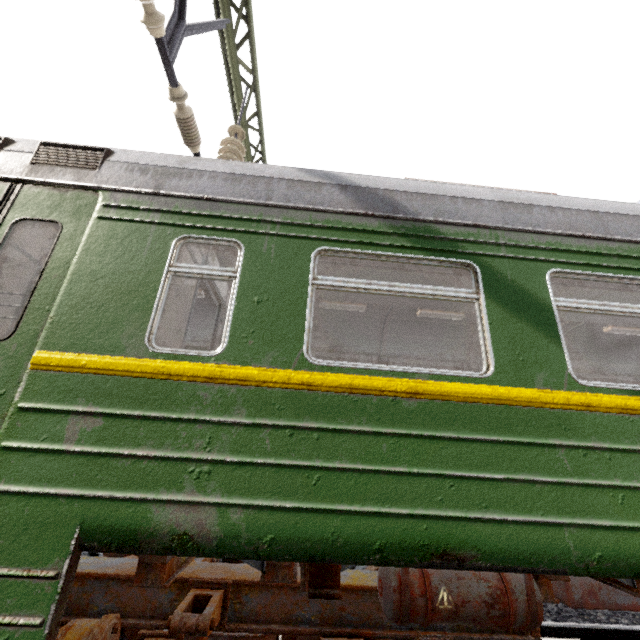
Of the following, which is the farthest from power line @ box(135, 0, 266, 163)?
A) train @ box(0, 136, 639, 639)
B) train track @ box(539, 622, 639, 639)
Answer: train track @ box(539, 622, 639, 639)

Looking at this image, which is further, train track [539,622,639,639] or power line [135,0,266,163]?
train track [539,622,639,639]

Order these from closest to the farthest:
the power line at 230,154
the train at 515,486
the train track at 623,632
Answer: the train at 515,486, the power line at 230,154, the train track at 623,632

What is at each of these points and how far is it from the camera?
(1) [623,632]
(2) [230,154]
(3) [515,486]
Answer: (1) train track, 3.77m
(2) power line, 5.21m
(3) train, 1.92m

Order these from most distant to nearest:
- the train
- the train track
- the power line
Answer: the train track < the power line < the train

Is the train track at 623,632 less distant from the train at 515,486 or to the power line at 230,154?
the train at 515,486
